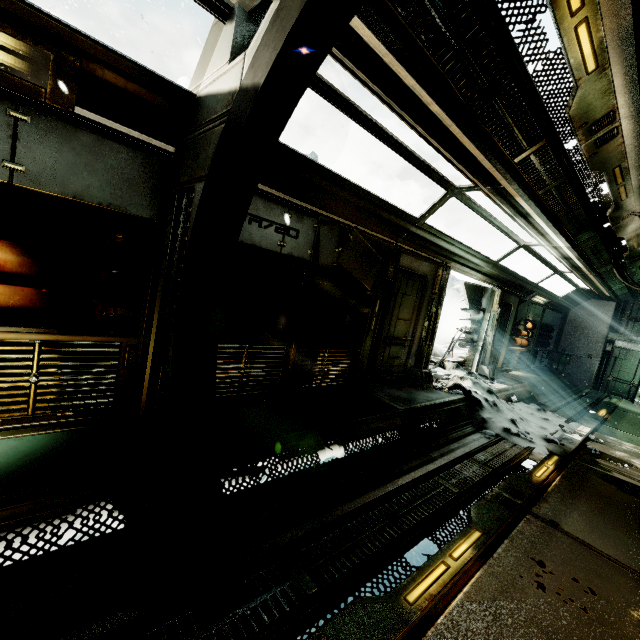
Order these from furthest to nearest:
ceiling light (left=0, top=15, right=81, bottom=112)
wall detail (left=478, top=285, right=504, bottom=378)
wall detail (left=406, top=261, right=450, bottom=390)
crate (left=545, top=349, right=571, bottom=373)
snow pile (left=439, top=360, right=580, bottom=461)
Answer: crate (left=545, top=349, right=571, bottom=373), wall detail (left=478, top=285, right=504, bottom=378), wall detail (left=406, top=261, right=450, bottom=390), snow pile (left=439, top=360, right=580, bottom=461), ceiling light (left=0, top=15, right=81, bottom=112)

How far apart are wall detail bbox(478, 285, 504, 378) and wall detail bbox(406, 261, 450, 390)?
3.18m

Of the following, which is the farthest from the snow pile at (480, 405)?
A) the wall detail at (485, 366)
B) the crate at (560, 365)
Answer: the crate at (560, 365)

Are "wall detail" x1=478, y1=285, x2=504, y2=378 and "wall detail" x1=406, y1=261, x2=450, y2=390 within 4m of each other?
yes

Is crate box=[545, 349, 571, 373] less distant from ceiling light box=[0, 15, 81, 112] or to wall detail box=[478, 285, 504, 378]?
wall detail box=[478, 285, 504, 378]

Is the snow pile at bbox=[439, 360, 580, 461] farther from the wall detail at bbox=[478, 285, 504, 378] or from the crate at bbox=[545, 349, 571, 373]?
the crate at bbox=[545, 349, 571, 373]

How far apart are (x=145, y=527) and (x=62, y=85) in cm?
337

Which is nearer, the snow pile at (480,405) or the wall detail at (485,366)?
the snow pile at (480,405)
